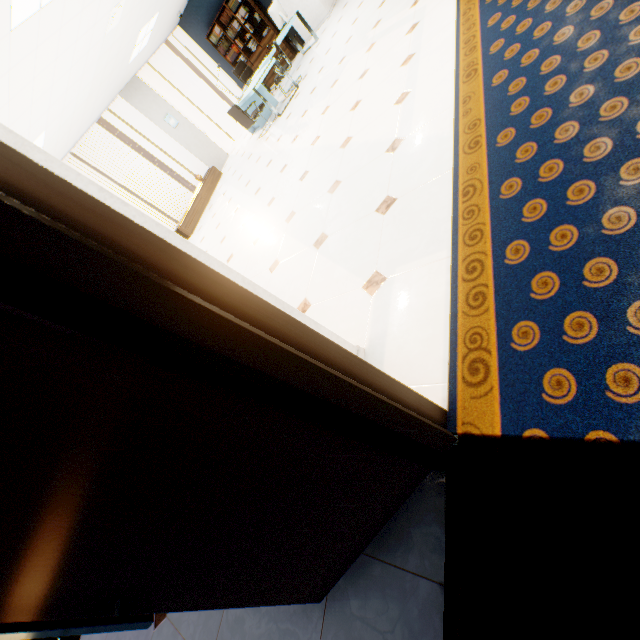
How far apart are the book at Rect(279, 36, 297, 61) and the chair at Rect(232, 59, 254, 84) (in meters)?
1.03

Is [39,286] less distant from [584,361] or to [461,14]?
[584,361]

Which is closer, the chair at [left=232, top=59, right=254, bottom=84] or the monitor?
the monitor

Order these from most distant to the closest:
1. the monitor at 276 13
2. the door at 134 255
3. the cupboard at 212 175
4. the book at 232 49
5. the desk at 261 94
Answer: the book at 232 49, the cupboard at 212 175, the monitor at 276 13, the desk at 261 94, the door at 134 255

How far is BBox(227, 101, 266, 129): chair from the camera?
7.1 meters

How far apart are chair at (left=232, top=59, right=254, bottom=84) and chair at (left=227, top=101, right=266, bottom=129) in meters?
2.1

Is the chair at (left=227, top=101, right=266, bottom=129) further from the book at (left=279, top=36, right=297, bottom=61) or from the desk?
the book at (left=279, top=36, right=297, bottom=61)

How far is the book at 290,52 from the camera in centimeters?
960cm
